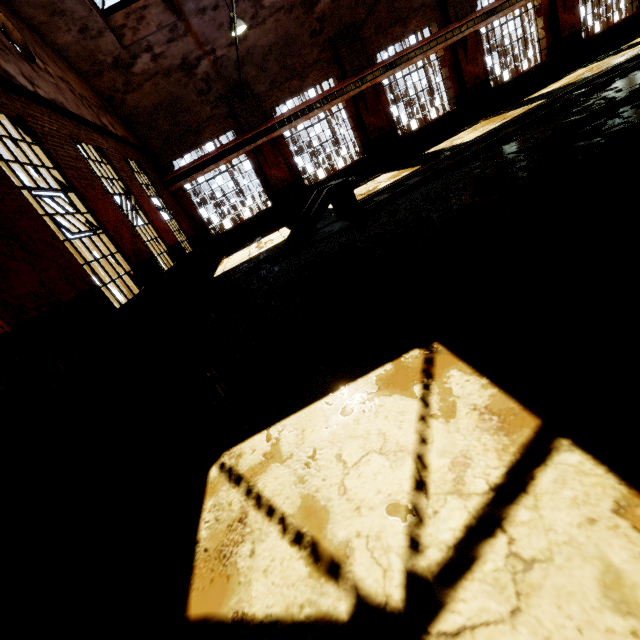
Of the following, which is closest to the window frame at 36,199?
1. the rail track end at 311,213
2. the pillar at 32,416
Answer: the pillar at 32,416

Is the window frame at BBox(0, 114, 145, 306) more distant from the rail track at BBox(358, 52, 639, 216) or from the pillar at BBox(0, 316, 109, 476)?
the rail track at BBox(358, 52, 639, 216)

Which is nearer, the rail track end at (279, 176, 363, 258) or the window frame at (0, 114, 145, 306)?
the window frame at (0, 114, 145, 306)

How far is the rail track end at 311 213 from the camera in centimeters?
772cm

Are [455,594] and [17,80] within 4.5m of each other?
no

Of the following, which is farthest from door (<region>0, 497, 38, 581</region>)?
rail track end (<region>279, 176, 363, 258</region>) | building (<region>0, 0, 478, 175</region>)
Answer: rail track end (<region>279, 176, 363, 258</region>)

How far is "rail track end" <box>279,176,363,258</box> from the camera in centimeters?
772cm

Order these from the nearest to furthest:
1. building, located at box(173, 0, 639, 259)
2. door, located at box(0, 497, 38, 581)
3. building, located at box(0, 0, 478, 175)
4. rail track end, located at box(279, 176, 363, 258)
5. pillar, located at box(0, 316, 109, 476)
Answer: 1. door, located at box(0, 497, 38, 581)
2. pillar, located at box(0, 316, 109, 476)
3. rail track end, located at box(279, 176, 363, 258)
4. building, located at box(0, 0, 478, 175)
5. building, located at box(173, 0, 639, 259)
